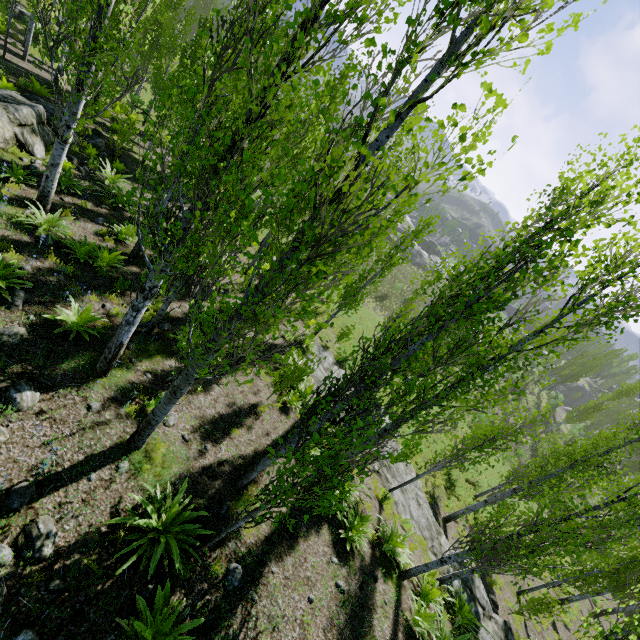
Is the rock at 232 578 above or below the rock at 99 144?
above

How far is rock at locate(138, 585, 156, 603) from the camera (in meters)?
4.65

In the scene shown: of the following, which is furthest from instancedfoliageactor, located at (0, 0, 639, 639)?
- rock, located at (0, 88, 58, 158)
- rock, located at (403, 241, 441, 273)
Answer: rock, located at (403, 241, 441, 273)

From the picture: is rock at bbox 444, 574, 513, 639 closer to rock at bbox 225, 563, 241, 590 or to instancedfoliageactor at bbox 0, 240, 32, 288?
instancedfoliageactor at bbox 0, 240, 32, 288

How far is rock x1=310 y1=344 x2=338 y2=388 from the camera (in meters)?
13.46

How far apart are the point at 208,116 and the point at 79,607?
6.96m

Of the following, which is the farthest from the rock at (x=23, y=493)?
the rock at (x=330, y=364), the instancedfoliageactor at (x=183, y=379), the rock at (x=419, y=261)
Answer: the rock at (x=419, y=261)

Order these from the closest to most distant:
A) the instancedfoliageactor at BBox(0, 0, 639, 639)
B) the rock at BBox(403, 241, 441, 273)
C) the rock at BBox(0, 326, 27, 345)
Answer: the instancedfoliageactor at BBox(0, 0, 639, 639)
the rock at BBox(0, 326, 27, 345)
the rock at BBox(403, 241, 441, 273)
